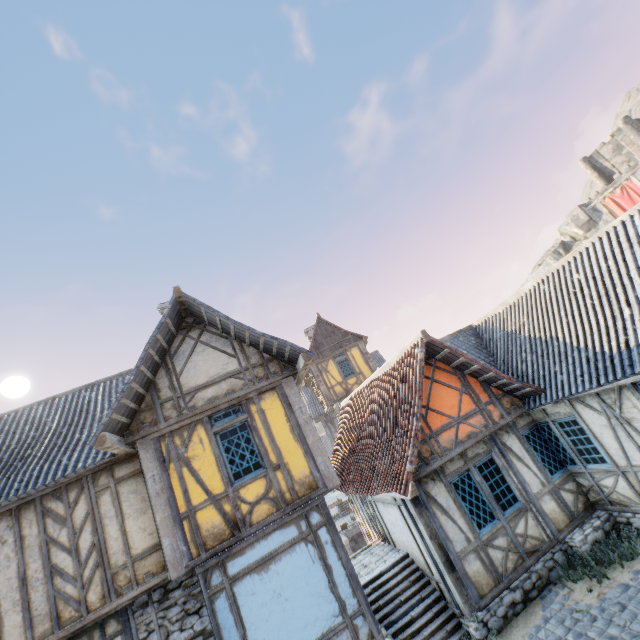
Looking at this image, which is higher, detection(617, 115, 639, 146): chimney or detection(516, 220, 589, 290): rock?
detection(617, 115, 639, 146): chimney

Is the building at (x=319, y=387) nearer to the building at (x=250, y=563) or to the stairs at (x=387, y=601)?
the building at (x=250, y=563)

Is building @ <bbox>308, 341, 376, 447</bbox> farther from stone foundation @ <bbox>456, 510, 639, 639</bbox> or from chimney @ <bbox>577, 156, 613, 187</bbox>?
chimney @ <bbox>577, 156, 613, 187</bbox>

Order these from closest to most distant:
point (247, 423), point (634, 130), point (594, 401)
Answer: point (594, 401) < point (247, 423) < point (634, 130)

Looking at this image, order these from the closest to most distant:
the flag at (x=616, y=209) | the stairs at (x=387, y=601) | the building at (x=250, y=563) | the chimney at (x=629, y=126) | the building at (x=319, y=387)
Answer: the building at (x=250, y=563)
the stairs at (x=387, y=601)
the building at (x=319, y=387)
the flag at (x=616, y=209)
the chimney at (x=629, y=126)

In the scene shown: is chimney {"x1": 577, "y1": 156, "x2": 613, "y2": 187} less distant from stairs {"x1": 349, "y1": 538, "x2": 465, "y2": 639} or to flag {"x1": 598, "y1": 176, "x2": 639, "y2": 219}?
flag {"x1": 598, "y1": 176, "x2": 639, "y2": 219}

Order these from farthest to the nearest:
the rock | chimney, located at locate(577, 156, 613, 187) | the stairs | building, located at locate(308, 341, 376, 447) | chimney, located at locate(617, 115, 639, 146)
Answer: the rock < chimney, located at locate(577, 156, 613, 187) < chimney, located at locate(617, 115, 639, 146) < building, located at locate(308, 341, 376, 447) < the stairs
